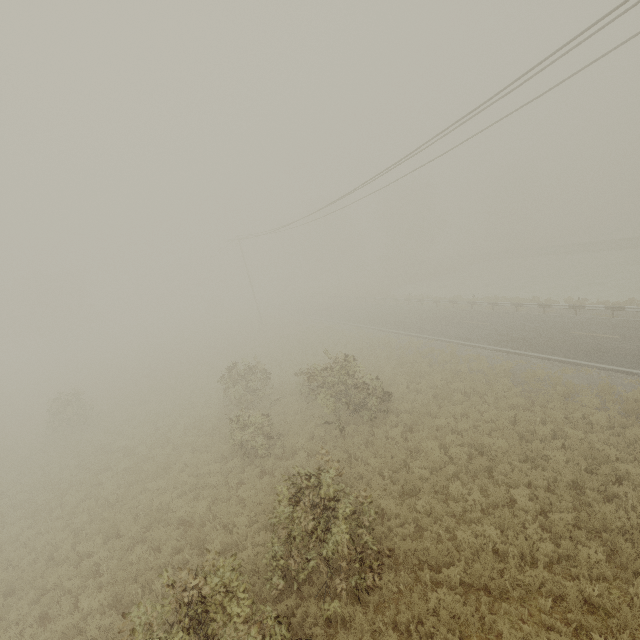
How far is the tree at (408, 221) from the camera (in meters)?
53.62

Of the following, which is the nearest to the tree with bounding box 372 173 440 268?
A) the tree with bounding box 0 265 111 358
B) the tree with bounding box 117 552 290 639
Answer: the tree with bounding box 117 552 290 639

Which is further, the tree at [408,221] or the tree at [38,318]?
the tree at [408,221]

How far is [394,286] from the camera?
51.84m

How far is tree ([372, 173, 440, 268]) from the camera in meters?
53.6

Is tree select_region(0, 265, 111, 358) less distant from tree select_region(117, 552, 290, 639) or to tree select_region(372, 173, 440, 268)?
tree select_region(372, 173, 440, 268)

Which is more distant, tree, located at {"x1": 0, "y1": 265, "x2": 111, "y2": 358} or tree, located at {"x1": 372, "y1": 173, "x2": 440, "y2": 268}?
tree, located at {"x1": 372, "y1": 173, "x2": 440, "y2": 268}
